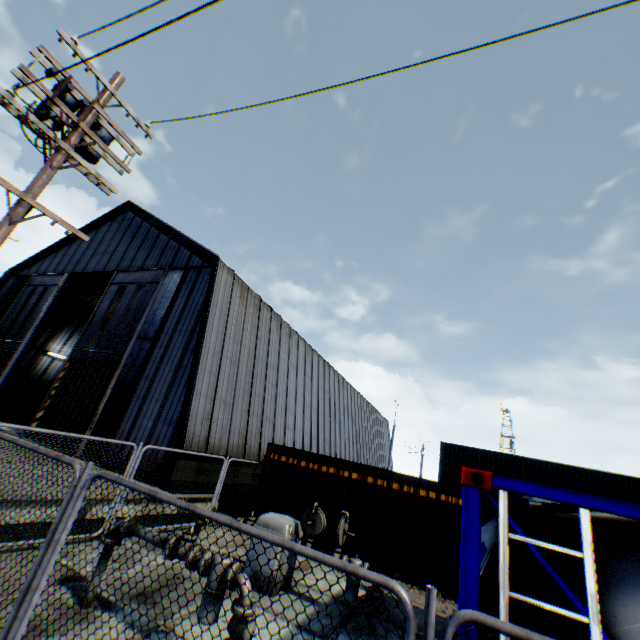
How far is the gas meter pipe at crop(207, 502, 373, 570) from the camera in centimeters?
700cm

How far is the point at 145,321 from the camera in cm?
1767

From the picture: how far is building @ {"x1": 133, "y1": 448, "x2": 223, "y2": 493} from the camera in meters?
12.5

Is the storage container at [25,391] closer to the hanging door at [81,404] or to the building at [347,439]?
the building at [347,439]

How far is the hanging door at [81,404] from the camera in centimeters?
1584cm

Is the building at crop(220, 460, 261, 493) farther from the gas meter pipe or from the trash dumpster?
the gas meter pipe

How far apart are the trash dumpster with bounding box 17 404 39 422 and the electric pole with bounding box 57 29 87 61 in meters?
25.6

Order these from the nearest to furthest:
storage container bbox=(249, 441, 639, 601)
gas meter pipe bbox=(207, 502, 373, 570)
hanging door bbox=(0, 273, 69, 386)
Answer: gas meter pipe bbox=(207, 502, 373, 570), storage container bbox=(249, 441, 639, 601), hanging door bbox=(0, 273, 69, 386)
